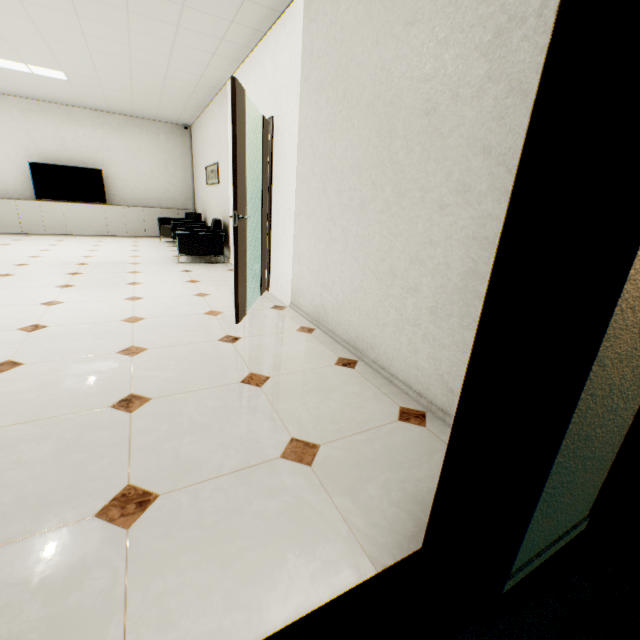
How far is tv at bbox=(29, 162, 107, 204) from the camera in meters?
7.7 m

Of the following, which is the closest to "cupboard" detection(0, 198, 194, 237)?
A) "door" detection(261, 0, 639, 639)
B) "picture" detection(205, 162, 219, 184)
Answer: "picture" detection(205, 162, 219, 184)

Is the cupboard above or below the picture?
below

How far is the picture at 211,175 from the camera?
6.5 meters

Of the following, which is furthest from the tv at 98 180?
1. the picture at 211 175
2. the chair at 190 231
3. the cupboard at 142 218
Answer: the chair at 190 231

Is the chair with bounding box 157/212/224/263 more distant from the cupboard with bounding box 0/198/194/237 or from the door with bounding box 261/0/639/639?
the door with bounding box 261/0/639/639

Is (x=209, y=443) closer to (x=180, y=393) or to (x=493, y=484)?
(x=180, y=393)

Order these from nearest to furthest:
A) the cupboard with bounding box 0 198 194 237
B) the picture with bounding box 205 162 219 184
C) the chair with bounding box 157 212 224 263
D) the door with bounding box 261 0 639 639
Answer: the door with bounding box 261 0 639 639 < the chair with bounding box 157 212 224 263 < the picture with bounding box 205 162 219 184 < the cupboard with bounding box 0 198 194 237
